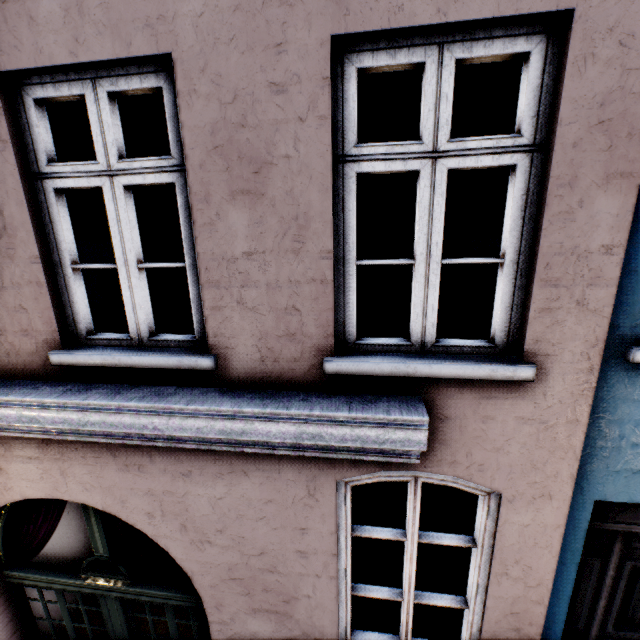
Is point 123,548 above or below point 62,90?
below
